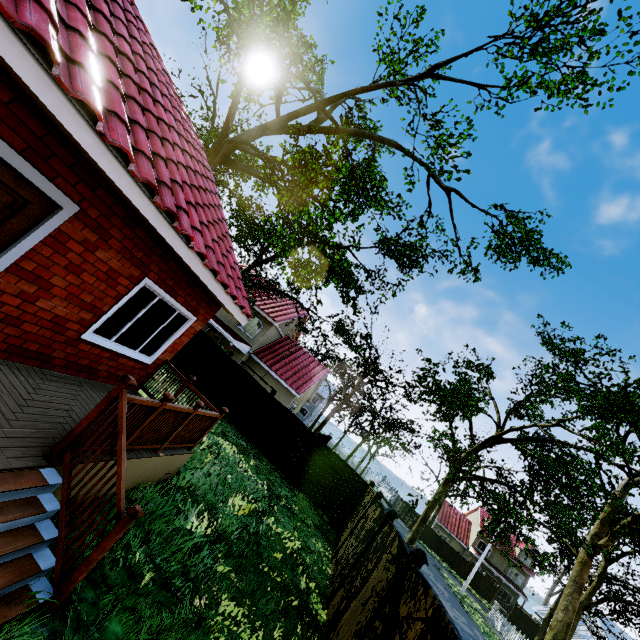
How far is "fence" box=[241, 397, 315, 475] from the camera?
14.49m

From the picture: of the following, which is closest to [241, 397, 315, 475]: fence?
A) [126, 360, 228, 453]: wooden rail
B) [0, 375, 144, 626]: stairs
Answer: [0, 375, 144, 626]: stairs

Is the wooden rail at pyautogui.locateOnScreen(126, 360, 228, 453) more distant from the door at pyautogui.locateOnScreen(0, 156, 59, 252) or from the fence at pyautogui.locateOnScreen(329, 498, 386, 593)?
the fence at pyautogui.locateOnScreen(329, 498, 386, 593)

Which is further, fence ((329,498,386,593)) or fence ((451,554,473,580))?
fence ((451,554,473,580))

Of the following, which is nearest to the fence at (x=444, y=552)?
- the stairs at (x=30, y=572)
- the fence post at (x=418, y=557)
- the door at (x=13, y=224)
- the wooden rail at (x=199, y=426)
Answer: the fence post at (x=418, y=557)

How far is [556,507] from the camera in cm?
1616

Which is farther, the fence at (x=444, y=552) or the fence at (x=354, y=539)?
the fence at (x=444, y=552)
